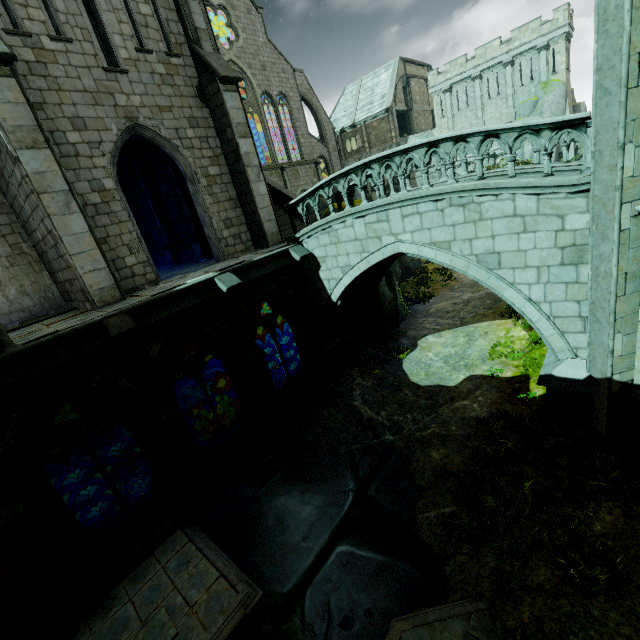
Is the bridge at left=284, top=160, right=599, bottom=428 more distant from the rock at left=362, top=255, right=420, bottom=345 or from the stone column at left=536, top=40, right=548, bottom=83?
the stone column at left=536, top=40, right=548, bottom=83

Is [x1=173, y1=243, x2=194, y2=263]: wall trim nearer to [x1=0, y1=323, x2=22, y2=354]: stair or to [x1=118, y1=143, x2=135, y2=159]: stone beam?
[x1=118, y1=143, x2=135, y2=159]: stone beam

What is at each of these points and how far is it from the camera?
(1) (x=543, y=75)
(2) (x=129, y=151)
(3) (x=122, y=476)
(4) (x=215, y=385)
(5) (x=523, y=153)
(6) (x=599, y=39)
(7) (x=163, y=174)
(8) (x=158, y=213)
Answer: (1) stone column, 33.19m
(2) stone beam, 16.23m
(3) rock, 18.42m
(4) rock, 28.48m
(5) rock, 35.56m
(6) building, 5.36m
(7) building, 16.47m
(8) stone column, 17.81m

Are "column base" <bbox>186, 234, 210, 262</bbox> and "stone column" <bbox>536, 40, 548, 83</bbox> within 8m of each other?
no

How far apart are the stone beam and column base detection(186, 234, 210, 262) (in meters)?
5.16

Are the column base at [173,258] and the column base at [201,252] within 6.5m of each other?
yes

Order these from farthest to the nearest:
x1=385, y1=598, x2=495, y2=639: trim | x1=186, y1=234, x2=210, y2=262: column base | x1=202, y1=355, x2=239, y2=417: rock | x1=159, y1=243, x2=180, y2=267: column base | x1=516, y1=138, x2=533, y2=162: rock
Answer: x1=516, y1=138, x2=533, y2=162: rock, x1=202, y1=355, x2=239, y2=417: rock, x1=159, y1=243, x2=180, y2=267: column base, x1=186, y1=234, x2=210, y2=262: column base, x1=385, y1=598, x2=495, y2=639: trim

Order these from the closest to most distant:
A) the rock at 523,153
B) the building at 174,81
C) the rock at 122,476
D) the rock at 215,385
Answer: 1. the building at 174,81
2. the rock at 122,476
3. the rock at 215,385
4. the rock at 523,153
